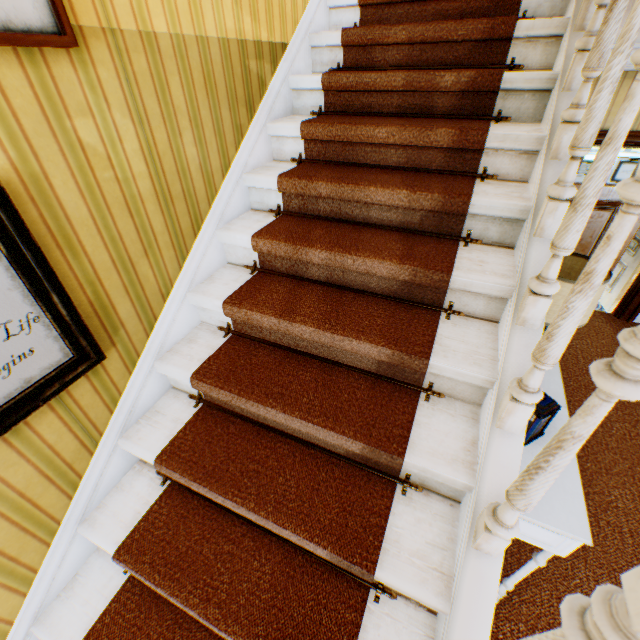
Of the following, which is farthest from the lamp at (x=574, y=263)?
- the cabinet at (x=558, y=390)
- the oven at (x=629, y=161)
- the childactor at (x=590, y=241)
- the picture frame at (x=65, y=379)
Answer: the oven at (x=629, y=161)

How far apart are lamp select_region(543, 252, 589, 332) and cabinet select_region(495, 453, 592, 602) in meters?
0.0

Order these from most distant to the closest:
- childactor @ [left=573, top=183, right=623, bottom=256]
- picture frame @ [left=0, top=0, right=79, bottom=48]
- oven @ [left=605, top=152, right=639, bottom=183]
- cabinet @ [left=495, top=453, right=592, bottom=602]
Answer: oven @ [left=605, top=152, right=639, bottom=183], childactor @ [left=573, top=183, right=623, bottom=256], cabinet @ [left=495, top=453, right=592, bottom=602], picture frame @ [left=0, top=0, right=79, bottom=48]

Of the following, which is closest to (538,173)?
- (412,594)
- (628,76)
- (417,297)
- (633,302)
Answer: (417,297)

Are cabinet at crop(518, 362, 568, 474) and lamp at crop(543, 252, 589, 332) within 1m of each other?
yes

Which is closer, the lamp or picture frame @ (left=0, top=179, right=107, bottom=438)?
picture frame @ (left=0, top=179, right=107, bottom=438)

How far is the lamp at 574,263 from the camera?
1.8m

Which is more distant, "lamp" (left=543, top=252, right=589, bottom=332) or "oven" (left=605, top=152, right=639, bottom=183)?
"oven" (left=605, top=152, right=639, bottom=183)
